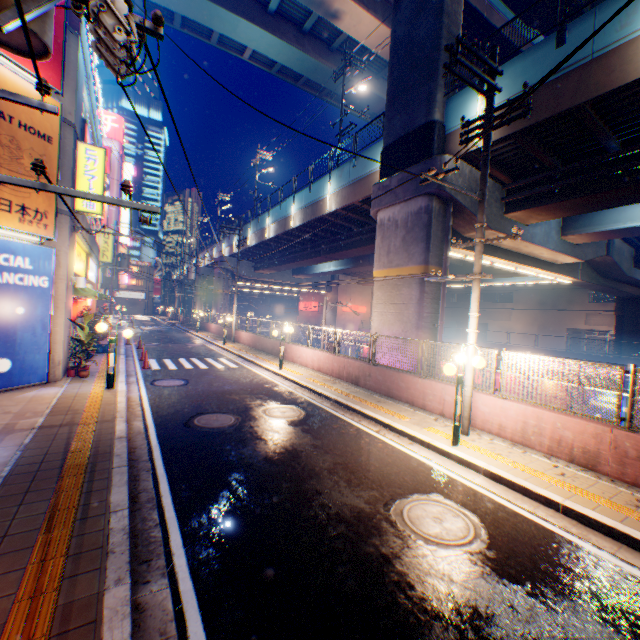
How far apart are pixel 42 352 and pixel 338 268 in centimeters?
2758cm

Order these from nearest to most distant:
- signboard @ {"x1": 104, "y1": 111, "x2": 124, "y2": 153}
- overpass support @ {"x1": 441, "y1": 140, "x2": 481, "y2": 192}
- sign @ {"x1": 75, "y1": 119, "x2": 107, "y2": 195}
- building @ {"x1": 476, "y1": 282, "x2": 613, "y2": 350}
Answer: sign @ {"x1": 75, "y1": 119, "x2": 107, "y2": 195} → overpass support @ {"x1": 441, "y1": 140, "x2": 481, "y2": 192} → building @ {"x1": 476, "y1": 282, "x2": 613, "y2": 350} → signboard @ {"x1": 104, "y1": 111, "x2": 124, "y2": 153}

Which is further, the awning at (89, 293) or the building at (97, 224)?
the building at (97, 224)

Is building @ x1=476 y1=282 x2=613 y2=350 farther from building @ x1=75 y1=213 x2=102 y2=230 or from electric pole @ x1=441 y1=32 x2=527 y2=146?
building @ x1=75 y1=213 x2=102 y2=230

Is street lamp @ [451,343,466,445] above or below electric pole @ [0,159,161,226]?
below

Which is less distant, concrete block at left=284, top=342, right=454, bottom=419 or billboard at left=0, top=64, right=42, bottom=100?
billboard at left=0, top=64, right=42, bottom=100

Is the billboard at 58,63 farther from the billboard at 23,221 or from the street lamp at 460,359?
the street lamp at 460,359

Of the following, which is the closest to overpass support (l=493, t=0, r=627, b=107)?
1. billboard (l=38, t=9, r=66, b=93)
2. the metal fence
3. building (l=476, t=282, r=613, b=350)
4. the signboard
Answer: the metal fence
